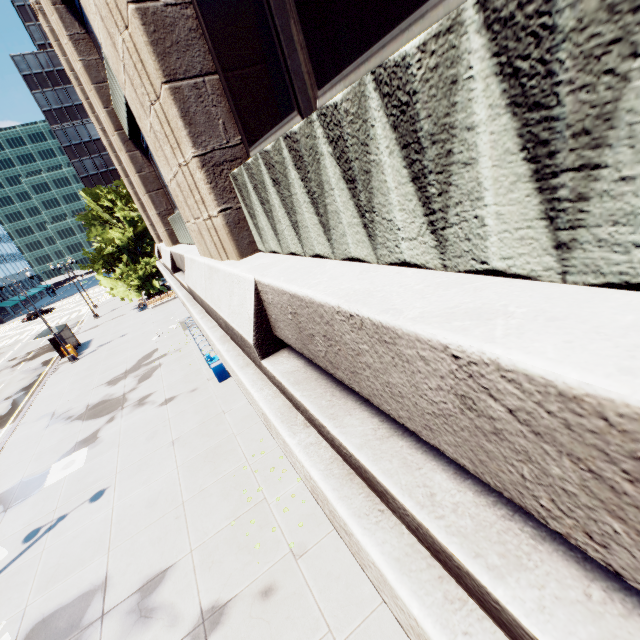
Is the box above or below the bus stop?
below

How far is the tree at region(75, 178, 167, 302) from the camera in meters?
32.5 m

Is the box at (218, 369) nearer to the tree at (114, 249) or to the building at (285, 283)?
the building at (285, 283)

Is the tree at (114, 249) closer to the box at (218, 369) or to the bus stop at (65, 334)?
the bus stop at (65, 334)

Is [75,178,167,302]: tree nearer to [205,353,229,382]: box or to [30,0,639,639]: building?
[30,0,639,639]: building

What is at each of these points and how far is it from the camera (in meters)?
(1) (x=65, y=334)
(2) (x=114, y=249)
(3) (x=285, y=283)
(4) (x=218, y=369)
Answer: (1) bus stop, 27.34
(2) tree, 33.44
(3) building, 2.56
(4) box, 14.52

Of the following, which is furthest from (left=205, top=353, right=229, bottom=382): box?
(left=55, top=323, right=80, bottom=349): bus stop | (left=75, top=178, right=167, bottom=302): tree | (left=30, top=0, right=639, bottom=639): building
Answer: (left=75, top=178, right=167, bottom=302): tree

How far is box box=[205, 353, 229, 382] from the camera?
14.38m
